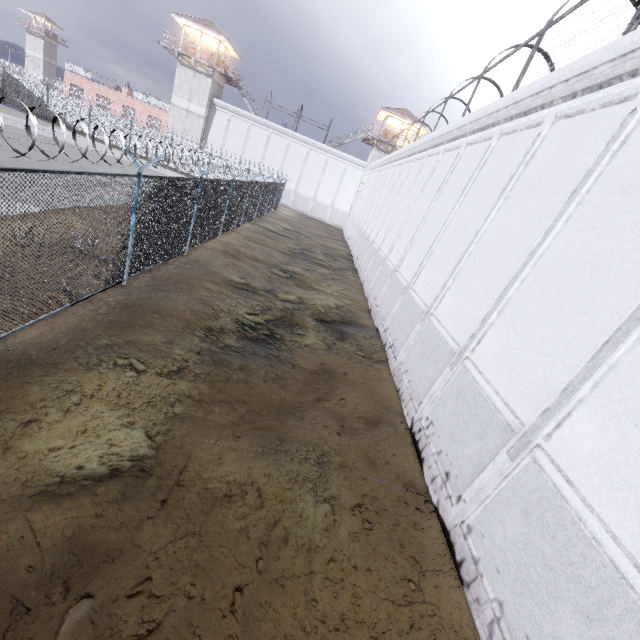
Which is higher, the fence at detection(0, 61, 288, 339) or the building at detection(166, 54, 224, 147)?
the building at detection(166, 54, 224, 147)

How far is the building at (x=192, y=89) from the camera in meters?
35.8 m

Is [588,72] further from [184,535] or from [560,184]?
[184,535]

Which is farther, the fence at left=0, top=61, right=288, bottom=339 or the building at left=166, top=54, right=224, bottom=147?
the building at left=166, top=54, right=224, bottom=147

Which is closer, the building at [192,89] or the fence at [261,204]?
the fence at [261,204]

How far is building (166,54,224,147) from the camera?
35.84m
